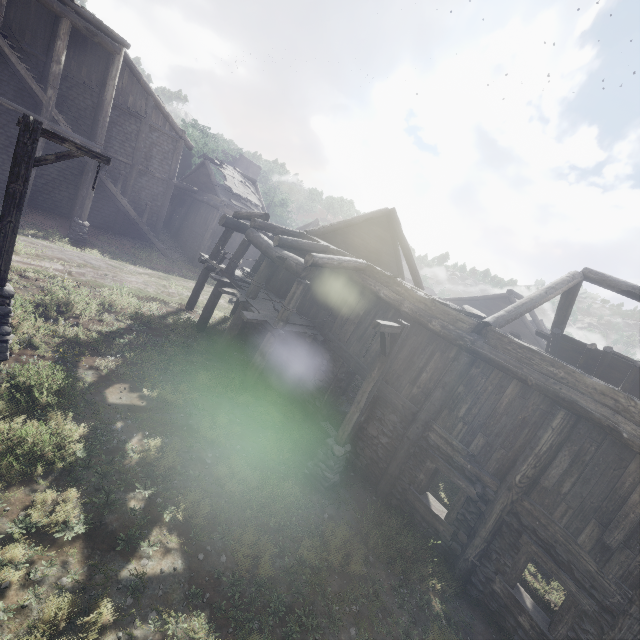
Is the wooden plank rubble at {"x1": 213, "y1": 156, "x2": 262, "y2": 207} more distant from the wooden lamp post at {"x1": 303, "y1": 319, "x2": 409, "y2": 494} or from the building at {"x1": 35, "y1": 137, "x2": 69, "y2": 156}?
the wooden lamp post at {"x1": 303, "y1": 319, "x2": 409, "y2": 494}

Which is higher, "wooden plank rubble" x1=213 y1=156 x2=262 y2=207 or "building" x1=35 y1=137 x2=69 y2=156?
"wooden plank rubble" x1=213 y1=156 x2=262 y2=207

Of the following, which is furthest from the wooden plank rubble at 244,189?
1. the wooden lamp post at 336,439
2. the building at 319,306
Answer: the wooden lamp post at 336,439

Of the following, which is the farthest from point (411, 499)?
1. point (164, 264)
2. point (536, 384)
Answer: point (164, 264)

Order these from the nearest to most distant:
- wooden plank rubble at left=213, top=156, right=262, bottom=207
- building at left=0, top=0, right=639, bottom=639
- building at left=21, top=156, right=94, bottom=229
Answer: building at left=0, top=0, right=639, bottom=639 → building at left=21, top=156, right=94, bottom=229 → wooden plank rubble at left=213, top=156, right=262, bottom=207

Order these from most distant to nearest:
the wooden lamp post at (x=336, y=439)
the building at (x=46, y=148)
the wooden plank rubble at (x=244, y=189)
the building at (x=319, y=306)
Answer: the wooden plank rubble at (x=244, y=189)
the building at (x=46, y=148)
the wooden lamp post at (x=336, y=439)
the building at (x=319, y=306)

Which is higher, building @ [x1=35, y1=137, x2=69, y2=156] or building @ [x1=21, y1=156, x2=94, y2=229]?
building @ [x1=35, y1=137, x2=69, y2=156]

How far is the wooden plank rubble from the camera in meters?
25.8 m
